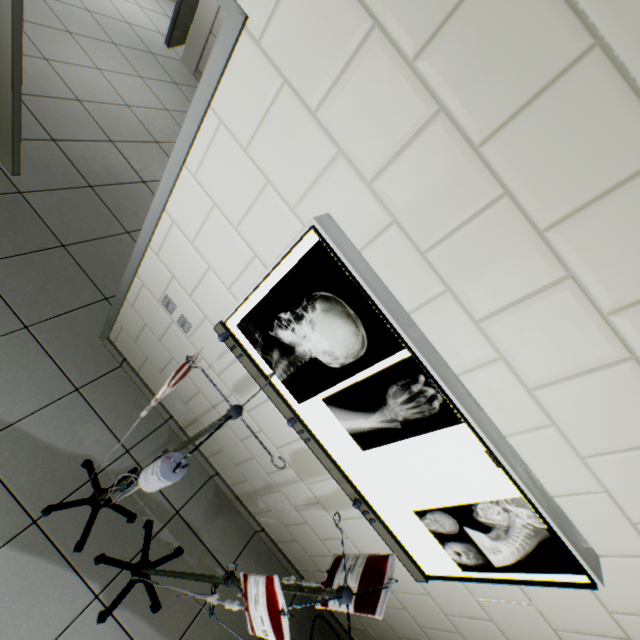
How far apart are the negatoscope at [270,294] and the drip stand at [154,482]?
0.4 meters

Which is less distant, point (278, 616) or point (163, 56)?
point (278, 616)

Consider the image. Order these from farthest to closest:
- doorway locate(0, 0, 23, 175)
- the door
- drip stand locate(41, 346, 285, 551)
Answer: the door < doorway locate(0, 0, 23, 175) < drip stand locate(41, 346, 285, 551)

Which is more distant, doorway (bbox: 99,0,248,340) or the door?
the door

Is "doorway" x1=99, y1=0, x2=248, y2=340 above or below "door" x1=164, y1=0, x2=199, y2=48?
above

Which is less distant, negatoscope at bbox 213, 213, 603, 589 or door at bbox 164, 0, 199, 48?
negatoscope at bbox 213, 213, 603, 589

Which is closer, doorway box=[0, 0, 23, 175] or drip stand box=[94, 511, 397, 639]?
drip stand box=[94, 511, 397, 639]

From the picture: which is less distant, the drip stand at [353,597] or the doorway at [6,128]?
the drip stand at [353,597]
